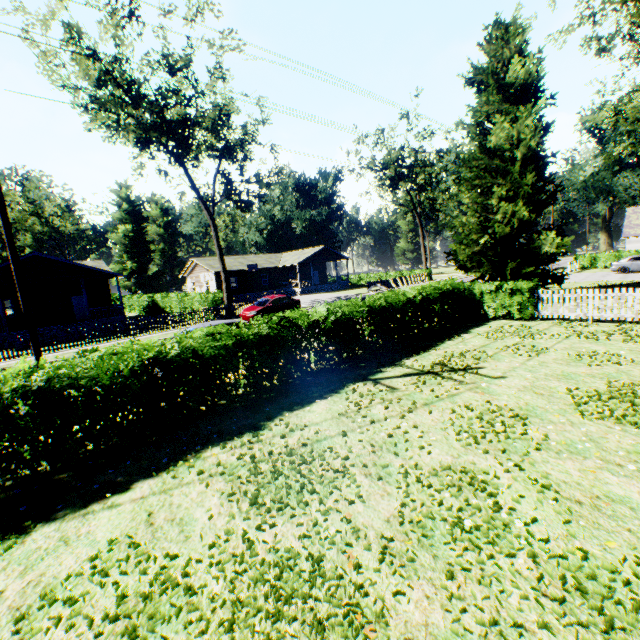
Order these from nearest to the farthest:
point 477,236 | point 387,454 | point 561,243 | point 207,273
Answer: point 387,454
point 561,243
point 477,236
point 207,273

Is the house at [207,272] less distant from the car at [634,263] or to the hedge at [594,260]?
the hedge at [594,260]

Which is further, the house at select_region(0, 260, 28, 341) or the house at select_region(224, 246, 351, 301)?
the house at select_region(224, 246, 351, 301)

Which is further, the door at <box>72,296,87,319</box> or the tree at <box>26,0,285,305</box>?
the door at <box>72,296,87,319</box>

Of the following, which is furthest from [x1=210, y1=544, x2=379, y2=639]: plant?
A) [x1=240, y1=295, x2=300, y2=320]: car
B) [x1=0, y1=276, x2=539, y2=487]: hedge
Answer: [x1=240, y1=295, x2=300, y2=320]: car

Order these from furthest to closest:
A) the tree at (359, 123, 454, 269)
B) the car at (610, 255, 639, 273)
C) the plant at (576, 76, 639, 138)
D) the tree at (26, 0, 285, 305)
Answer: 1. the tree at (359, 123, 454, 269)
2. the plant at (576, 76, 639, 138)
3. the car at (610, 255, 639, 273)
4. the tree at (26, 0, 285, 305)

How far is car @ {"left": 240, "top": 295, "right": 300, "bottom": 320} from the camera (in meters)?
22.69

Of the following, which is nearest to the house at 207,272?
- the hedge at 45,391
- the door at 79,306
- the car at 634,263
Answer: the door at 79,306
